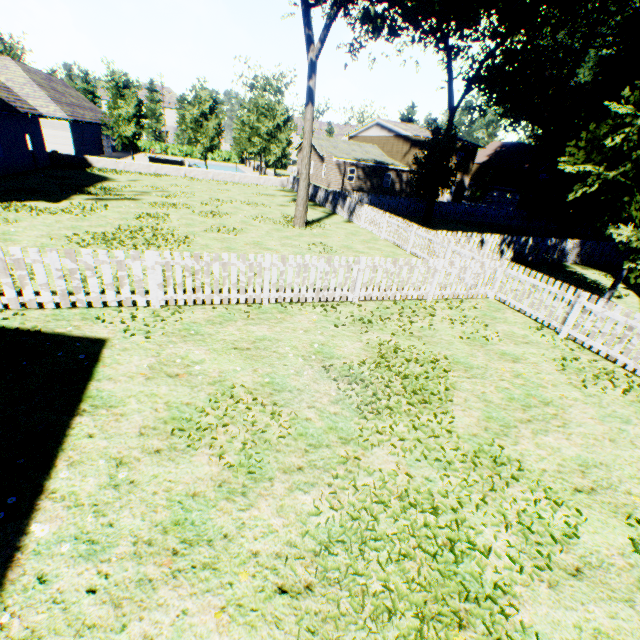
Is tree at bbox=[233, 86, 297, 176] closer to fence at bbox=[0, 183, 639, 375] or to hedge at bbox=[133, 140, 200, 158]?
fence at bbox=[0, 183, 639, 375]

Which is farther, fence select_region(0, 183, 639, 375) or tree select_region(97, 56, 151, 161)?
tree select_region(97, 56, 151, 161)

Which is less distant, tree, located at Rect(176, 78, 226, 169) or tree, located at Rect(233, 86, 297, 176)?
tree, located at Rect(176, 78, 226, 169)

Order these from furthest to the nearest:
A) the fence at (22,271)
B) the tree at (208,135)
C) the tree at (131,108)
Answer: the tree at (208,135) < the tree at (131,108) < the fence at (22,271)

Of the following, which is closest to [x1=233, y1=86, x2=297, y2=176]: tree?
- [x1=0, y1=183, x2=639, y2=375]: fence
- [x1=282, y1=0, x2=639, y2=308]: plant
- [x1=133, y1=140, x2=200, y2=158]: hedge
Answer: [x1=0, y1=183, x2=639, y2=375]: fence

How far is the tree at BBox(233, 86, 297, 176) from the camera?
31.70m

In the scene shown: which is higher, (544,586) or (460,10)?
(460,10)

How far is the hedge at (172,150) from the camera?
53.8m
